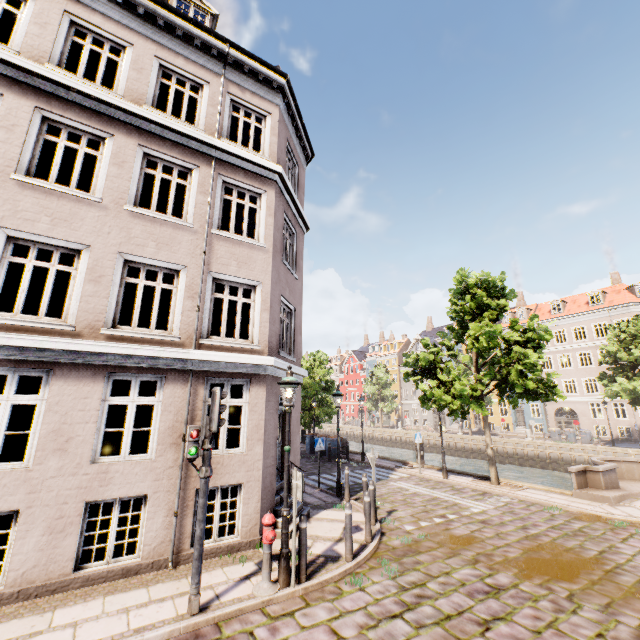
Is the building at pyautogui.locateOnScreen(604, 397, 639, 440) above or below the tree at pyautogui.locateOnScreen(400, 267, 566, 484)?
below

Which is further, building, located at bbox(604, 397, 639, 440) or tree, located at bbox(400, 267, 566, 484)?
building, located at bbox(604, 397, 639, 440)

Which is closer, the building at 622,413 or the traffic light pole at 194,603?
the traffic light pole at 194,603

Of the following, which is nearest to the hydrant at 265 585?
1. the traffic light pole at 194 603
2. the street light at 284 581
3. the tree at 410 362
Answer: the street light at 284 581

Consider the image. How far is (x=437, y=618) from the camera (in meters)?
5.12

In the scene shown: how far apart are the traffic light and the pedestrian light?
0.09m

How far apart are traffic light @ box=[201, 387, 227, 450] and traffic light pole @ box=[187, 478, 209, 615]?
0.44m

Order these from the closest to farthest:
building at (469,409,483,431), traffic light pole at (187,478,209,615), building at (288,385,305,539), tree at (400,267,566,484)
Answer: traffic light pole at (187,478,209,615) → building at (288,385,305,539) → tree at (400,267,566,484) → building at (469,409,483,431)
